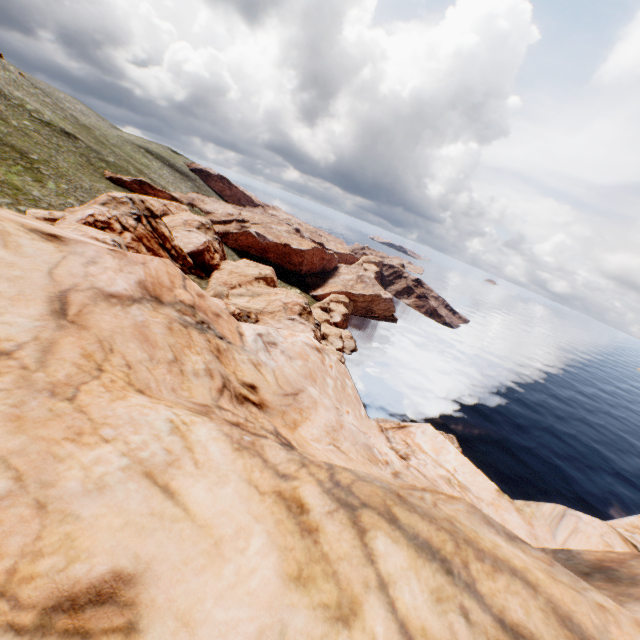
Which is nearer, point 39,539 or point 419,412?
point 39,539
